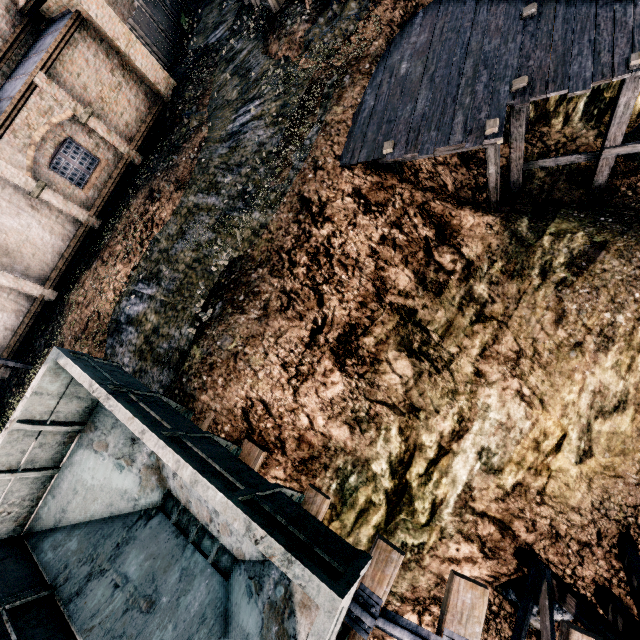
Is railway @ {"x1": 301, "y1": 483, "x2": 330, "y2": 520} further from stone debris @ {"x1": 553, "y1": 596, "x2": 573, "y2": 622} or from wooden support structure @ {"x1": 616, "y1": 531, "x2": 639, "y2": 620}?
stone debris @ {"x1": 553, "y1": 596, "x2": 573, "y2": 622}

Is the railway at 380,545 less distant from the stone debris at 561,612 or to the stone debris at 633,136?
the stone debris at 561,612

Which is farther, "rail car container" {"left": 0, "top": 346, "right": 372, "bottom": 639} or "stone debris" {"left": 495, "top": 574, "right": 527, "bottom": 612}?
"stone debris" {"left": 495, "top": 574, "right": 527, "bottom": 612}

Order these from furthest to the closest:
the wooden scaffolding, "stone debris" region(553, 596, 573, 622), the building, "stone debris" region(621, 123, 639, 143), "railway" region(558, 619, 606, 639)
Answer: the building, "stone debris" region(621, 123, 639, 143), "stone debris" region(553, 596, 573, 622), the wooden scaffolding, "railway" region(558, 619, 606, 639)

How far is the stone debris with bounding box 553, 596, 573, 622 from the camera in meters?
9.5

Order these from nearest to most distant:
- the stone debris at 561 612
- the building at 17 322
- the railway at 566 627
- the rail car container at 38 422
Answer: the rail car container at 38 422 → the railway at 566 627 → the stone debris at 561 612 → the building at 17 322

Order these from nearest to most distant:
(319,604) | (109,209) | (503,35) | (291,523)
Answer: (319,604), (291,523), (503,35), (109,209)
